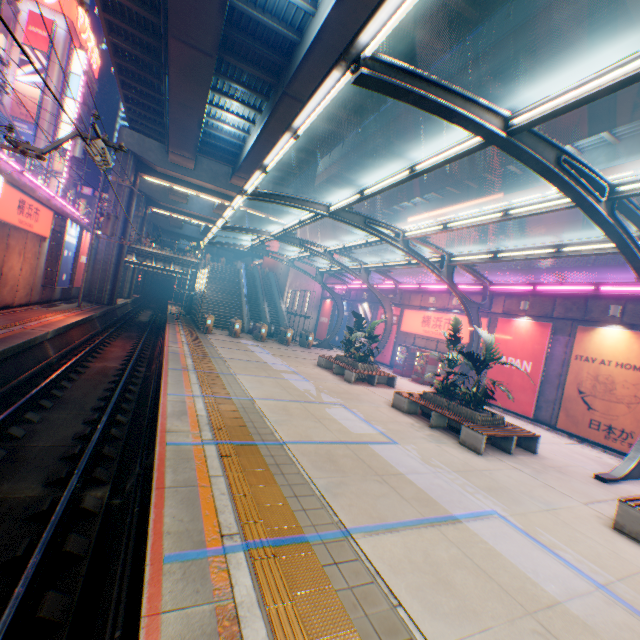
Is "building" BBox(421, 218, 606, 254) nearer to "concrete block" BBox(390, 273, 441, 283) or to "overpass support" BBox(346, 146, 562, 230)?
"overpass support" BBox(346, 146, 562, 230)

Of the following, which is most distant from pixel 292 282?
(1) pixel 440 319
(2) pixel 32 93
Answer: (2) pixel 32 93

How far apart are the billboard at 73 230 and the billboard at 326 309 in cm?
2150

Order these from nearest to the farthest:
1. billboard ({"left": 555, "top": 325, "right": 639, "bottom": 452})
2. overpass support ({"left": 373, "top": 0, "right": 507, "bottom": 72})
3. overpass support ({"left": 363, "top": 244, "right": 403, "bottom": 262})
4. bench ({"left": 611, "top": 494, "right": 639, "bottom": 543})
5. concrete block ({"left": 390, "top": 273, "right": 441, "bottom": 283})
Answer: bench ({"left": 611, "top": 494, "right": 639, "bottom": 543}), billboard ({"left": 555, "top": 325, "right": 639, "bottom": 452}), overpass support ({"left": 373, "top": 0, "right": 507, "bottom": 72}), concrete block ({"left": 390, "top": 273, "right": 441, "bottom": 283}), overpass support ({"left": 363, "top": 244, "right": 403, "bottom": 262})

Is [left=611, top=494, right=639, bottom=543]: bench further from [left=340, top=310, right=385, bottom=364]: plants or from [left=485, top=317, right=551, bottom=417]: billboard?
[left=340, top=310, right=385, bottom=364]: plants

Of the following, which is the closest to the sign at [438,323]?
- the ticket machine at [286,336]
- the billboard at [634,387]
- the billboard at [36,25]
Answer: the billboard at [634,387]

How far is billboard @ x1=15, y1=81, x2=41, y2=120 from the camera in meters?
40.4 m

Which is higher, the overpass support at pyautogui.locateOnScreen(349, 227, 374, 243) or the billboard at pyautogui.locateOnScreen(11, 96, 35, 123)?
the billboard at pyautogui.locateOnScreen(11, 96, 35, 123)
